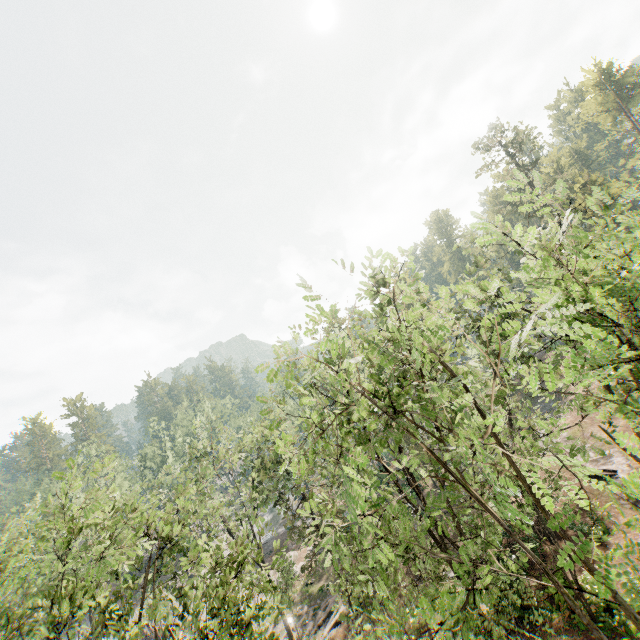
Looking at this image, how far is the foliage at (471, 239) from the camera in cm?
780

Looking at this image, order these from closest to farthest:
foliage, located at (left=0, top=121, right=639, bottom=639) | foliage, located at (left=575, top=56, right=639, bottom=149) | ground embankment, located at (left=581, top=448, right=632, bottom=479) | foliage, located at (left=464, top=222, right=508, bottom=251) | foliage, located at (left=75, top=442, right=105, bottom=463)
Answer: foliage, located at (left=0, top=121, right=639, bottom=639) < foliage, located at (left=464, top=222, right=508, bottom=251) < foliage, located at (left=75, top=442, right=105, bottom=463) < ground embankment, located at (left=581, top=448, right=632, bottom=479) < foliage, located at (left=575, top=56, right=639, bottom=149)

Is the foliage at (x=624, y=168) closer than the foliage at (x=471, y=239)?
No

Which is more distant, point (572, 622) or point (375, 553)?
point (572, 622)

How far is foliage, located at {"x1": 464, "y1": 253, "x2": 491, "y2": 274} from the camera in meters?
23.0 m

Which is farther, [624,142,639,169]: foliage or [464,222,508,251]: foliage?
[624,142,639,169]: foliage

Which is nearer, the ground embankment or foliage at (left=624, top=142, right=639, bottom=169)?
the ground embankment
